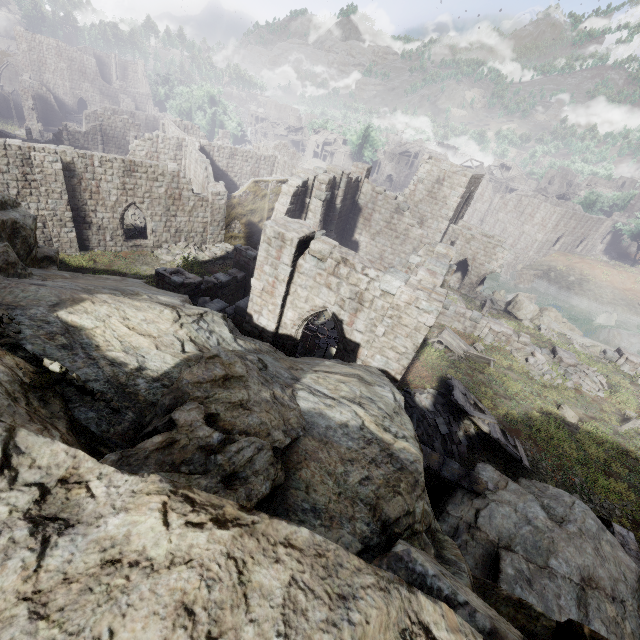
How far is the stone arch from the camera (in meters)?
48.06

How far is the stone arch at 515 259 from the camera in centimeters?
4806cm

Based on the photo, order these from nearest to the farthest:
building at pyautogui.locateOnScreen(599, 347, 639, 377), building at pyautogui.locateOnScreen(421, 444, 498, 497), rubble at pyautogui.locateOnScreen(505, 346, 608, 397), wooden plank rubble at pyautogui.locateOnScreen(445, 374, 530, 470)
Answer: building at pyautogui.locateOnScreen(421, 444, 498, 497), wooden plank rubble at pyautogui.locateOnScreen(445, 374, 530, 470), rubble at pyautogui.locateOnScreen(505, 346, 608, 397), building at pyautogui.locateOnScreen(599, 347, 639, 377)

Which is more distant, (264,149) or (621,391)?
(264,149)

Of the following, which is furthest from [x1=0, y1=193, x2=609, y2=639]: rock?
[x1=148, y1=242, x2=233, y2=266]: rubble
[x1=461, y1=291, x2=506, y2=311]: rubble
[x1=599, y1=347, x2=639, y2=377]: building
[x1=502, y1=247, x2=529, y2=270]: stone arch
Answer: [x1=502, y1=247, x2=529, y2=270]: stone arch

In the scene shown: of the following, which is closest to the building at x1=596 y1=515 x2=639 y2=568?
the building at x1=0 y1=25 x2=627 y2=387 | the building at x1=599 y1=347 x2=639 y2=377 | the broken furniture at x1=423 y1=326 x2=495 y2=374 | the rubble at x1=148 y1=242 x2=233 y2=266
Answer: the building at x1=0 y1=25 x2=627 y2=387

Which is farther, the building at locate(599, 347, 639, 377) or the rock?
the building at locate(599, 347, 639, 377)

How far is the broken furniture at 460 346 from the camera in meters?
20.0 m
